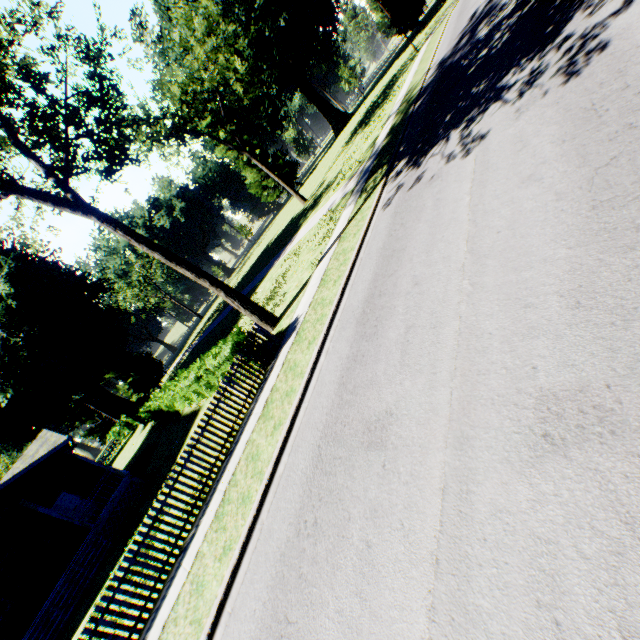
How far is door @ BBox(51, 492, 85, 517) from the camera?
19.1m

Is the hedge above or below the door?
below

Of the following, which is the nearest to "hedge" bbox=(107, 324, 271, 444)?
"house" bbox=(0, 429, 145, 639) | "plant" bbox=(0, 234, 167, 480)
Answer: "house" bbox=(0, 429, 145, 639)

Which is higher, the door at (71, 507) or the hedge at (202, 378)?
the door at (71, 507)

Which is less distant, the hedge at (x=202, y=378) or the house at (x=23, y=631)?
the hedge at (x=202, y=378)

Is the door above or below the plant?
below

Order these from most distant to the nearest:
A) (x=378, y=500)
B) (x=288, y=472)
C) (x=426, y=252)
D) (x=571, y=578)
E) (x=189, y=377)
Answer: (x=189, y=377), (x=426, y=252), (x=288, y=472), (x=378, y=500), (x=571, y=578)

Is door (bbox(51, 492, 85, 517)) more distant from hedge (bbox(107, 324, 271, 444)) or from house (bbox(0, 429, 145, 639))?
hedge (bbox(107, 324, 271, 444))
